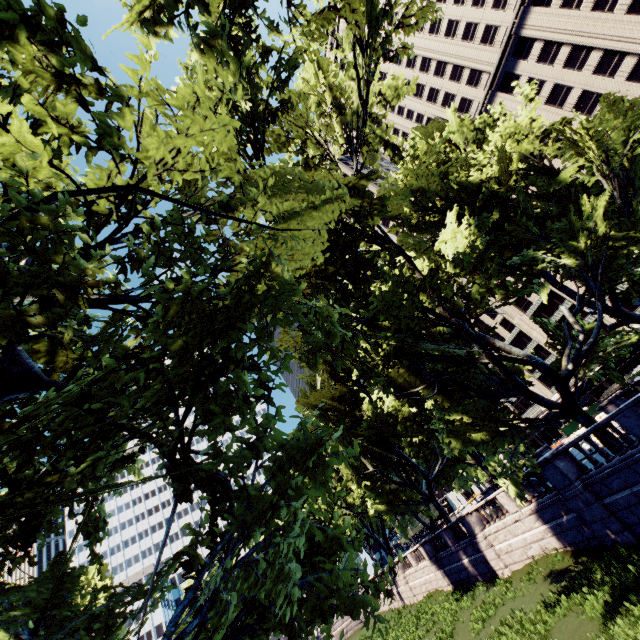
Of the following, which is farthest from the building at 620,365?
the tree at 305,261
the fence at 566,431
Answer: the tree at 305,261

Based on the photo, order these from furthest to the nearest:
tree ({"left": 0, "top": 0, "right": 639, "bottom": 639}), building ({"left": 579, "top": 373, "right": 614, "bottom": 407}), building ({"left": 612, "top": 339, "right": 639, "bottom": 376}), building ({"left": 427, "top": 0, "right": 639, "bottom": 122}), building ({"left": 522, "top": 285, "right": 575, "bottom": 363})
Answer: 1. building ({"left": 522, "top": 285, "right": 575, "bottom": 363})
2. building ({"left": 579, "top": 373, "right": 614, "bottom": 407})
3. building ({"left": 612, "top": 339, "right": 639, "bottom": 376})
4. building ({"left": 427, "top": 0, "right": 639, "bottom": 122})
5. tree ({"left": 0, "top": 0, "right": 639, "bottom": 639})

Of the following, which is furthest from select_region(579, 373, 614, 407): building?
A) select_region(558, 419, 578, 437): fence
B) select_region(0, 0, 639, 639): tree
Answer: select_region(0, 0, 639, 639): tree

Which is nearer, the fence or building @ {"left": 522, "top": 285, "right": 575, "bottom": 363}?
the fence

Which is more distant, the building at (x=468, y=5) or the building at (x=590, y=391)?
the building at (x=590, y=391)

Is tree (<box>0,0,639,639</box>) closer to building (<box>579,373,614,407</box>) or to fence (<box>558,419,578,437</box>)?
building (<box>579,373,614,407</box>)

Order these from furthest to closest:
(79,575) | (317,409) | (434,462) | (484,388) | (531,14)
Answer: (531,14)
(434,462)
(484,388)
(317,409)
(79,575)

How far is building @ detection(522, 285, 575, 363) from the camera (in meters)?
53.91
